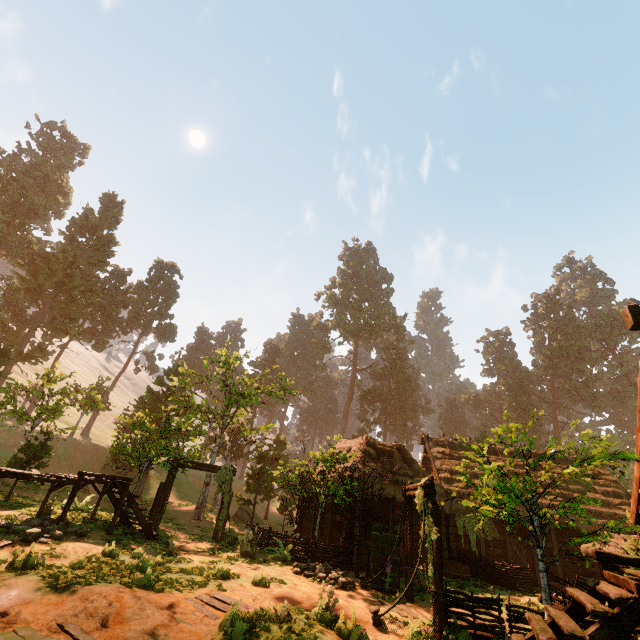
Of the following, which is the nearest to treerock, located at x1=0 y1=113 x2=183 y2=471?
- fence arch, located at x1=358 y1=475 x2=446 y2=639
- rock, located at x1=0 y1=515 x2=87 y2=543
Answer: fence arch, located at x1=358 y1=475 x2=446 y2=639

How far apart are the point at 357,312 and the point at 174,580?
49.96m

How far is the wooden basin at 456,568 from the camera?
15.8 meters

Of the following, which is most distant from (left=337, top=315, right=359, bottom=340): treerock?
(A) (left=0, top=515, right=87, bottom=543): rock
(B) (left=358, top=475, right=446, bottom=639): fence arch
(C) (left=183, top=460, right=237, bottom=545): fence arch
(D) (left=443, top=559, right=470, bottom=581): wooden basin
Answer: (D) (left=443, top=559, right=470, bottom=581): wooden basin

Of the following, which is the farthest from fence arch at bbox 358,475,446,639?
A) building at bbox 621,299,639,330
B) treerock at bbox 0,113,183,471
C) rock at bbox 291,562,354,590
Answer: building at bbox 621,299,639,330

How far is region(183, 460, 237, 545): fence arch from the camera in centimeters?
1777cm

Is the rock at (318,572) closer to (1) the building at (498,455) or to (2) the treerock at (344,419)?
(2) the treerock at (344,419)

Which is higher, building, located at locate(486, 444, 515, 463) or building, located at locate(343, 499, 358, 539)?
building, located at locate(486, 444, 515, 463)
